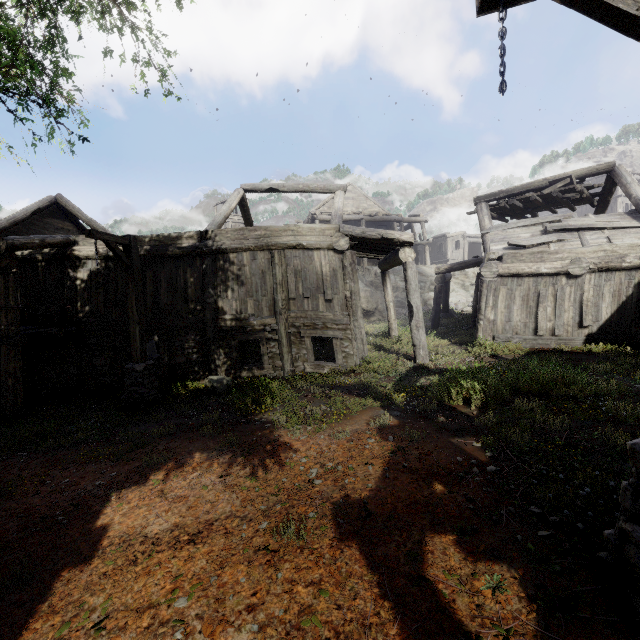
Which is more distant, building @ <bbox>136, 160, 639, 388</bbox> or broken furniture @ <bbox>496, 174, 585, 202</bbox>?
broken furniture @ <bbox>496, 174, 585, 202</bbox>

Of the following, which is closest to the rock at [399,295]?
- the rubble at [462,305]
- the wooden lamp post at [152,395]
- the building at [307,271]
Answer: the building at [307,271]

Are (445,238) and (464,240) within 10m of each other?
yes

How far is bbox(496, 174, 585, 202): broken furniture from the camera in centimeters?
1272cm

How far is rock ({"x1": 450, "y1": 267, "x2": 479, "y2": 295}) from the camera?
29.76m

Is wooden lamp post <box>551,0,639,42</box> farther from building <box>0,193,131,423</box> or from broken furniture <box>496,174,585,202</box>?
broken furniture <box>496,174,585,202</box>

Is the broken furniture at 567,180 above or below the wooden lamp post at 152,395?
above

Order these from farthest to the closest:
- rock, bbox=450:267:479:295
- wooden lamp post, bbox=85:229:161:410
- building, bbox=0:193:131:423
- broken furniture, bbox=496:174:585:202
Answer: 1. rock, bbox=450:267:479:295
2. broken furniture, bbox=496:174:585:202
3. building, bbox=0:193:131:423
4. wooden lamp post, bbox=85:229:161:410
